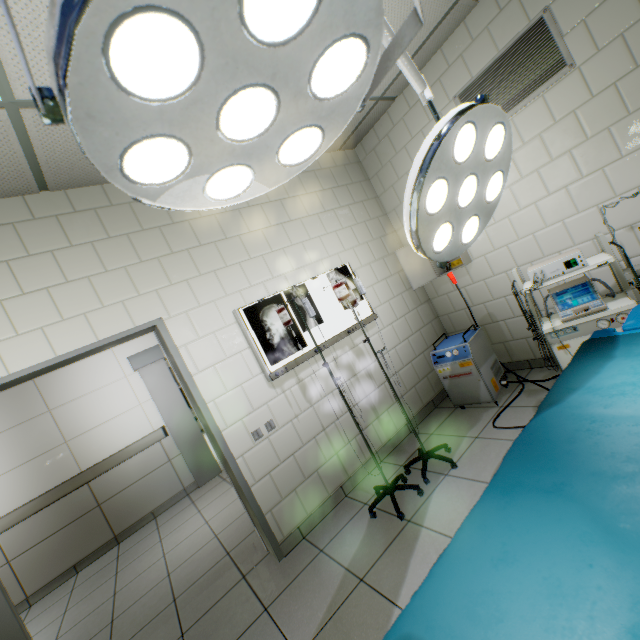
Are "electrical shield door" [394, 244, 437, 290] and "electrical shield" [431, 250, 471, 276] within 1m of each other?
yes

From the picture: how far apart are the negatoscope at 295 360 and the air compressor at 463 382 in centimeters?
66cm

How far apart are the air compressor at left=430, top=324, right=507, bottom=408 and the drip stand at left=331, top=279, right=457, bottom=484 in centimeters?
68cm

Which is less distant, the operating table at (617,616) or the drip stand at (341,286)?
the operating table at (617,616)

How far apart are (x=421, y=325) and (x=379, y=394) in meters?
1.1

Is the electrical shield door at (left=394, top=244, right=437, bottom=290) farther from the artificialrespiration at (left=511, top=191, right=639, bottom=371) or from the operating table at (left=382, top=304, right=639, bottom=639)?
the operating table at (left=382, top=304, right=639, bottom=639)

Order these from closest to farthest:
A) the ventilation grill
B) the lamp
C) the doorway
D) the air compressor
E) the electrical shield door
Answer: the lamp < the doorway < the ventilation grill < the air compressor < the electrical shield door

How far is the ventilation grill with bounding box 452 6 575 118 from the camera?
2.41m
